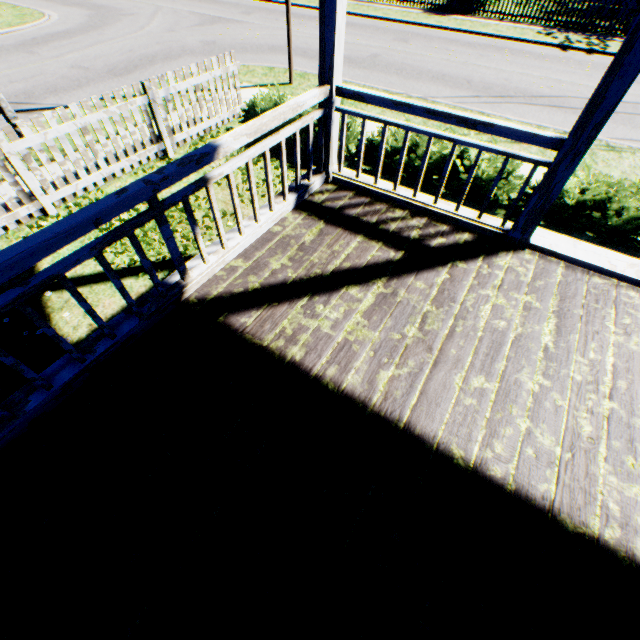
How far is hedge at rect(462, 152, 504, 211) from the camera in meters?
5.2 m

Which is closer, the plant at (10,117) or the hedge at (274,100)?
the plant at (10,117)

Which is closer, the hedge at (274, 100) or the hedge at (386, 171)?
the hedge at (386, 171)

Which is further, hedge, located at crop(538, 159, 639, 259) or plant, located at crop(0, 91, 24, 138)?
plant, located at crop(0, 91, 24, 138)

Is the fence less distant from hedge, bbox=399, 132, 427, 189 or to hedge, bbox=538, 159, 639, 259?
hedge, bbox=399, 132, 427, 189

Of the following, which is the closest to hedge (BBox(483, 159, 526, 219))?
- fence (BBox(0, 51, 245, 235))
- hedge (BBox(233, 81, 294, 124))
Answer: hedge (BBox(233, 81, 294, 124))

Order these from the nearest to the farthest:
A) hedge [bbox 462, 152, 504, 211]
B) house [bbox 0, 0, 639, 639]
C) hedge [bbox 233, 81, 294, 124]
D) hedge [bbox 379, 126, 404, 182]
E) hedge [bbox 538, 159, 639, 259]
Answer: house [bbox 0, 0, 639, 639], hedge [bbox 538, 159, 639, 259], hedge [bbox 462, 152, 504, 211], hedge [bbox 379, 126, 404, 182], hedge [bbox 233, 81, 294, 124]

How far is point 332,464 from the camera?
2.13m
